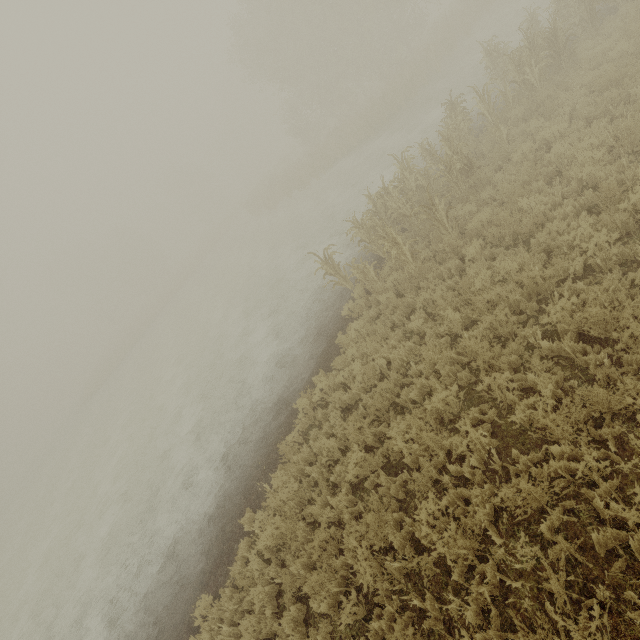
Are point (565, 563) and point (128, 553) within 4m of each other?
no
